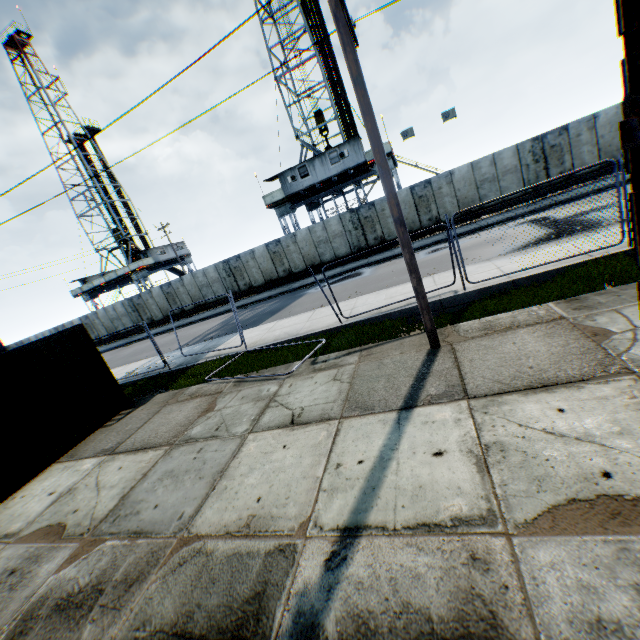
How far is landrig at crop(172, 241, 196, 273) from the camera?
44.2 meters

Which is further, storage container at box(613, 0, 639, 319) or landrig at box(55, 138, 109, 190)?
landrig at box(55, 138, 109, 190)

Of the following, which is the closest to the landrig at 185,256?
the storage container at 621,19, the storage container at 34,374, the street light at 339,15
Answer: the storage container at 34,374

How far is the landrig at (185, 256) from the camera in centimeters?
4419cm

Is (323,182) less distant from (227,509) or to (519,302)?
(519,302)

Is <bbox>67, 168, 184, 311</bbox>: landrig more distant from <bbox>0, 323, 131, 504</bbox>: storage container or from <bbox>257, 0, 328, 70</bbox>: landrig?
<bbox>0, 323, 131, 504</bbox>: storage container

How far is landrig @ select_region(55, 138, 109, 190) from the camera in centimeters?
3959cm
